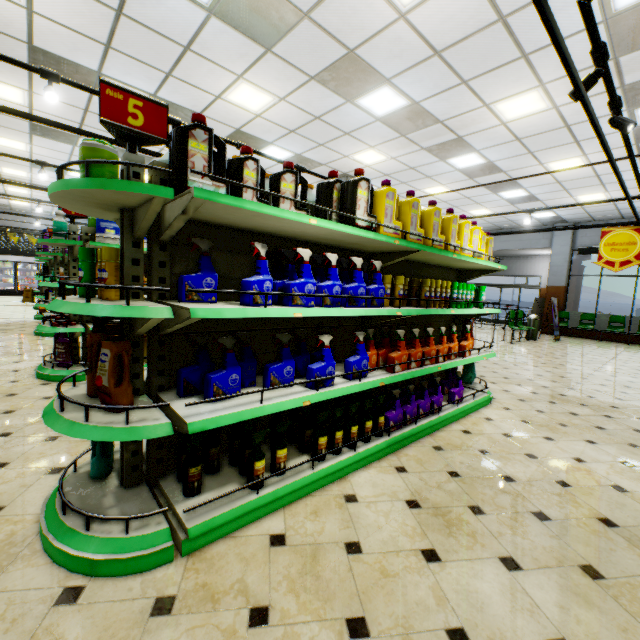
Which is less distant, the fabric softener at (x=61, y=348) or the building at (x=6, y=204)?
the fabric softener at (x=61, y=348)

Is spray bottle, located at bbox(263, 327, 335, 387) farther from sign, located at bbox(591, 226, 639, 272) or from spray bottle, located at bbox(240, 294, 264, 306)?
sign, located at bbox(591, 226, 639, 272)

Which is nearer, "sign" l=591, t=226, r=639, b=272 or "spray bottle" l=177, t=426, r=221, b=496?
"spray bottle" l=177, t=426, r=221, b=496

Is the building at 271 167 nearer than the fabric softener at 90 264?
No

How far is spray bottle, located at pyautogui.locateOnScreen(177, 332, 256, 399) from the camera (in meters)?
1.97

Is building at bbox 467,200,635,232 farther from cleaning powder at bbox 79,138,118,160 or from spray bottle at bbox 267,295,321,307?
cleaning powder at bbox 79,138,118,160

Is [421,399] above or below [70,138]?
below

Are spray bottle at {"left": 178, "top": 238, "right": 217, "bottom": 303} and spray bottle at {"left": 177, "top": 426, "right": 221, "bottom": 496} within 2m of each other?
yes
